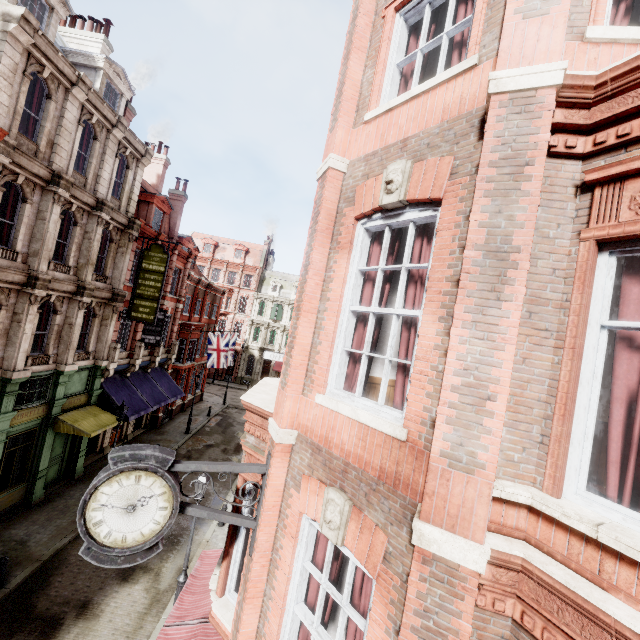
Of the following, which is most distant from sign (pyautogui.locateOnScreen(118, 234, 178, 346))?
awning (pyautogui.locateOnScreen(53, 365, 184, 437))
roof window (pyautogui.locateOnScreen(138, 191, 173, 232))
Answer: roof window (pyautogui.locateOnScreen(138, 191, 173, 232))

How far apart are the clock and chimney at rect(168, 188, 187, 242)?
24.21m

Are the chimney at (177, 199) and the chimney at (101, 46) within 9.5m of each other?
yes

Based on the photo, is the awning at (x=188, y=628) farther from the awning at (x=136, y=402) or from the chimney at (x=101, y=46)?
the chimney at (x=101, y=46)

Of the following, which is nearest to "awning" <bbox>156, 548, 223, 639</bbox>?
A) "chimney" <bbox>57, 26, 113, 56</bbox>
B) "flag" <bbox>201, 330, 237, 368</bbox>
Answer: "flag" <bbox>201, 330, 237, 368</bbox>

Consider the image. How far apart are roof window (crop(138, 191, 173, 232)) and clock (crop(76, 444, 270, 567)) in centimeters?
2017cm

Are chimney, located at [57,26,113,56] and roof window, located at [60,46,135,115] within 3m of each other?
yes

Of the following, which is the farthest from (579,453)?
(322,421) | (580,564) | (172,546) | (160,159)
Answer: (160,159)
